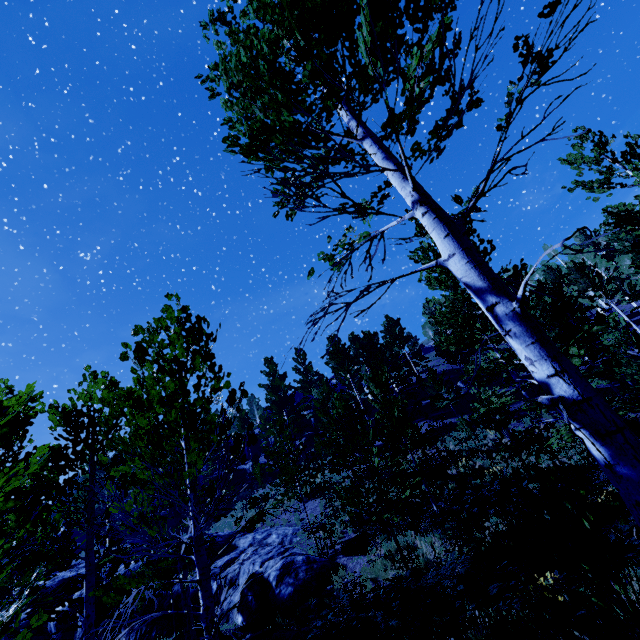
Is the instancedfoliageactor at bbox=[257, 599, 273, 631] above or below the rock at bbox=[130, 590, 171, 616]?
below

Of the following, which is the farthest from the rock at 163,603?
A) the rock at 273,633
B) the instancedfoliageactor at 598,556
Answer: the rock at 273,633

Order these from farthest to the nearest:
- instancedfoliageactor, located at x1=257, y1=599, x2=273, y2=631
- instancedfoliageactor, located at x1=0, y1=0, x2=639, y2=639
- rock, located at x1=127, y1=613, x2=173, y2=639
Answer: rock, located at x1=127, y1=613, x2=173, y2=639 < instancedfoliageactor, located at x1=257, y1=599, x2=273, y2=631 < instancedfoliageactor, located at x1=0, y1=0, x2=639, y2=639

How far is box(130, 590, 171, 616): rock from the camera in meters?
14.0 m

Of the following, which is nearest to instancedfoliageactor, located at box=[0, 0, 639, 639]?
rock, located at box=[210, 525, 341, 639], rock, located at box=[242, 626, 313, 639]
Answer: rock, located at box=[210, 525, 341, 639]

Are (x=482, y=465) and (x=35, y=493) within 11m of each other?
no

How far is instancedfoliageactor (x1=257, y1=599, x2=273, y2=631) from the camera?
10.72m

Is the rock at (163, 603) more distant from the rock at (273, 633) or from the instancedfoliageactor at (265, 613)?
the rock at (273, 633)
